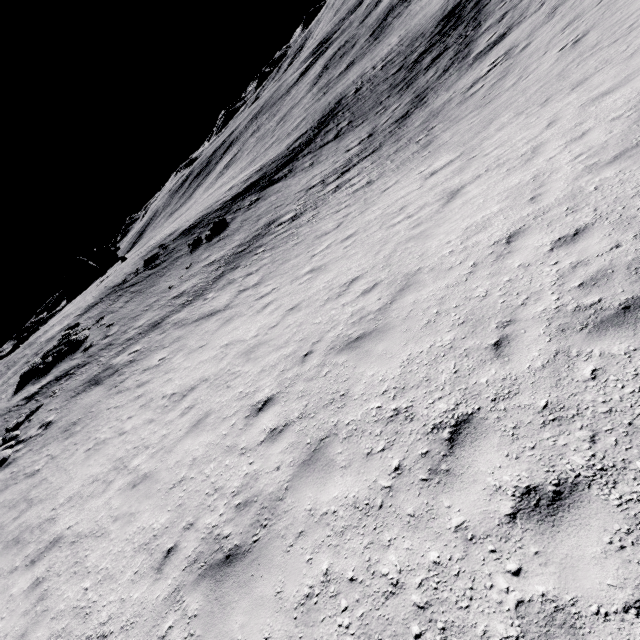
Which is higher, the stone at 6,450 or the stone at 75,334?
the stone at 75,334

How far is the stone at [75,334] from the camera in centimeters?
2189cm

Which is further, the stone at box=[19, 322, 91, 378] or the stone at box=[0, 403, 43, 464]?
the stone at box=[19, 322, 91, 378]

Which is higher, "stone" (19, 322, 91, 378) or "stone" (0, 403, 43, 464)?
"stone" (19, 322, 91, 378)

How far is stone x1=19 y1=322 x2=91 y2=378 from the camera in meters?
21.9

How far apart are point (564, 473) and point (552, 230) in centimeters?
434cm
